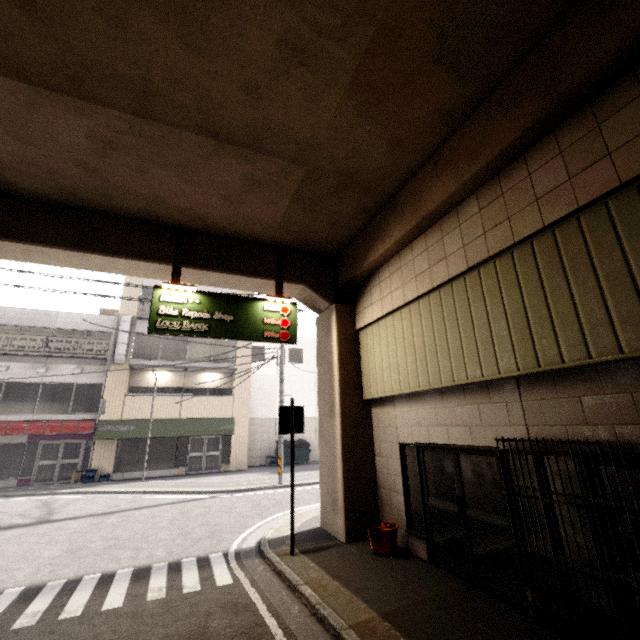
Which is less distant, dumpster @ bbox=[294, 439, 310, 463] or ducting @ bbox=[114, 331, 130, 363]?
ducting @ bbox=[114, 331, 130, 363]

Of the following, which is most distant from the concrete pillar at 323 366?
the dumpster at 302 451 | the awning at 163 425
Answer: the dumpster at 302 451

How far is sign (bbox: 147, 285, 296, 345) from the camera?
6.87m

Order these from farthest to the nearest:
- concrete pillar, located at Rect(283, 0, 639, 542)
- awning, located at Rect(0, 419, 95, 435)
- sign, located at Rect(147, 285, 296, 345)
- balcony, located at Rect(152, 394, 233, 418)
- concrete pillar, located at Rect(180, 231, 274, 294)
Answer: balcony, located at Rect(152, 394, 233, 418) → awning, located at Rect(0, 419, 95, 435) → concrete pillar, located at Rect(180, 231, 274, 294) → sign, located at Rect(147, 285, 296, 345) → concrete pillar, located at Rect(283, 0, 639, 542)

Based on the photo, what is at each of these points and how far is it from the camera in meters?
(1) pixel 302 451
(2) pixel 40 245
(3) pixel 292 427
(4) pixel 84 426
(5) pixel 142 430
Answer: (1) dumpster, 21.3 m
(2) concrete pillar, 6.5 m
(3) sign, 7.1 m
(4) awning, 16.8 m
(5) awning, 17.5 m

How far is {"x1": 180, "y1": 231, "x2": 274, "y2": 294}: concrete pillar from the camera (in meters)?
7.67

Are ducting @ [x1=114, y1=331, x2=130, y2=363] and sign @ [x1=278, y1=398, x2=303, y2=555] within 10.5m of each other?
no

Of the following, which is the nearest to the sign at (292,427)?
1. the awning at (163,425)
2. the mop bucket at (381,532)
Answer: the mop bucket at (381,532)
